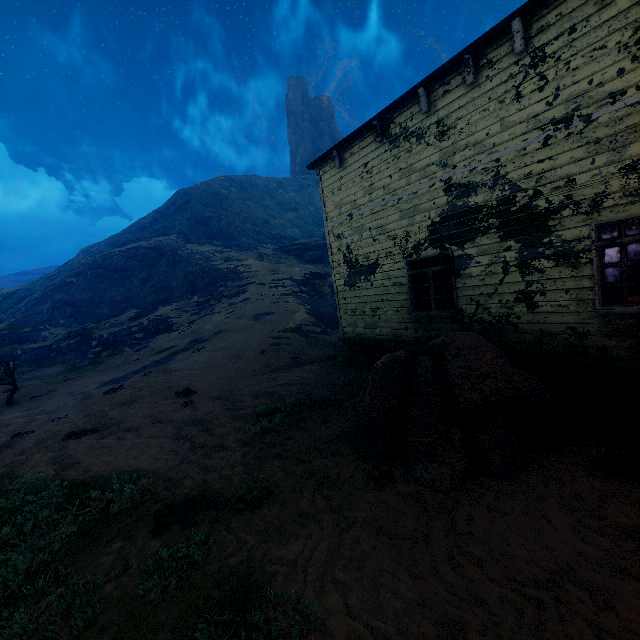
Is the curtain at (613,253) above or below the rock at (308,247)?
below

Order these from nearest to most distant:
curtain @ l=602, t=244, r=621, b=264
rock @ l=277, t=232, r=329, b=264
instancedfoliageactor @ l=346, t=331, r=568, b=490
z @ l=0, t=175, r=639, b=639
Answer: z @ l=0, t=175, r=639, b=639
instancedfoliageactor @ l=346, t=331, r=568, b=490
curtain @ l=602, t=244, r=621, b=264
rock @ l=277, t=232, r=329, b=264

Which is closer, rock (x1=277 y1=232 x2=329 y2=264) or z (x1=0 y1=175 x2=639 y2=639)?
z (x1=0 y1=175 x2=639 y2=639)

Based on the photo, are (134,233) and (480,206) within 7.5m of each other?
no

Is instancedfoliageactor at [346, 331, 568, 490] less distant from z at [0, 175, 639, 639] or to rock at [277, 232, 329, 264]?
z at [0, 175, 639, 639]

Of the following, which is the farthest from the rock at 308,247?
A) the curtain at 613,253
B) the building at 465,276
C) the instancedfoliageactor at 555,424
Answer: the instancedfoliageactor at 555,424

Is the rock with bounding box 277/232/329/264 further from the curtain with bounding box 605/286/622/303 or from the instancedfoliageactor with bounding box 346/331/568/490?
the instancedfoliageactor with bounding box 346/331/568/490

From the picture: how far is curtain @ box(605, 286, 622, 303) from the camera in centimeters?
537cm
